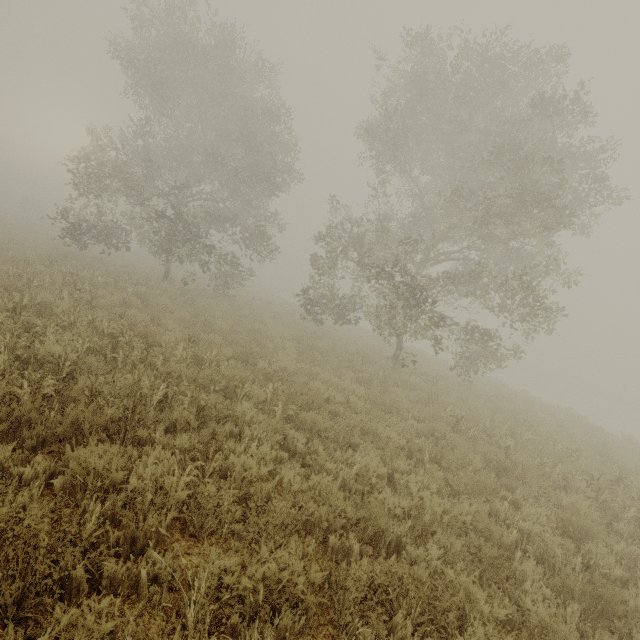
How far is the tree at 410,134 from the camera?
10.4m

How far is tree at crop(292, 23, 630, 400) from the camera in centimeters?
1041cm

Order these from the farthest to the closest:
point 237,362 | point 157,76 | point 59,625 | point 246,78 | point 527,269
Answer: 1. point 246,78
2. point 157,76
3. point 527,269
4. point 237,362
5. point 59,625
